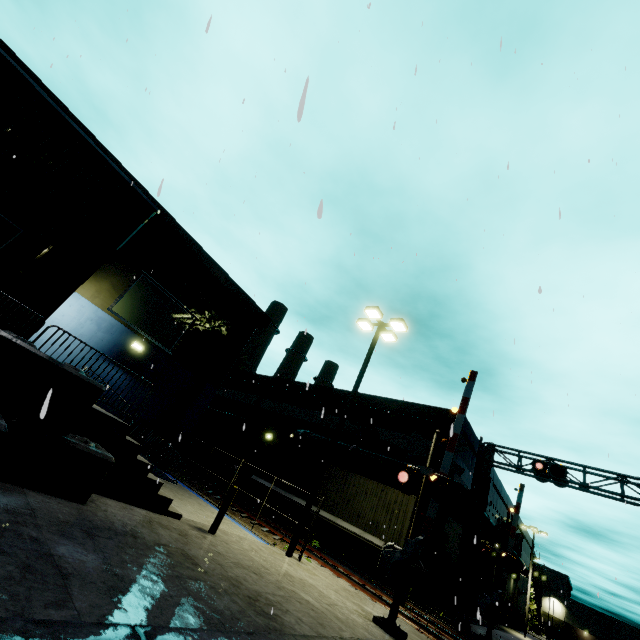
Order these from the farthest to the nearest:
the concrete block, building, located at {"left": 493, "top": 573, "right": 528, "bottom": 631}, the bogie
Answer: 1. building, located at {"left": 493, "top": 573, "right": 528, "bottom": 631}
2. the bogie
3. the concrete block

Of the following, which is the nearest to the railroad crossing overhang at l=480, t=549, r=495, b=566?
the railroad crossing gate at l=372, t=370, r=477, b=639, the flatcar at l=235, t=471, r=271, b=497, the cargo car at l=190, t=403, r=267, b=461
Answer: the flatcar at l=235, t=471, r=271, b=497

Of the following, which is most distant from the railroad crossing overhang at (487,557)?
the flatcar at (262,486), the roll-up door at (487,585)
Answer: the roll-up door at (487,585)

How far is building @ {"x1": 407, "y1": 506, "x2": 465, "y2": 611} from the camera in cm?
1742

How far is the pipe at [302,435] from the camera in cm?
2450

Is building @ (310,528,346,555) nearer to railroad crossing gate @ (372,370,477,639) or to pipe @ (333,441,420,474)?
pipe @ (333,441,420,474)

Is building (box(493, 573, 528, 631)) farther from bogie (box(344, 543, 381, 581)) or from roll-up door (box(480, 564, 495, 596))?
bogie (box(344, 543, 381, 581))

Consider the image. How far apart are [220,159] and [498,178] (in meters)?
10.49
